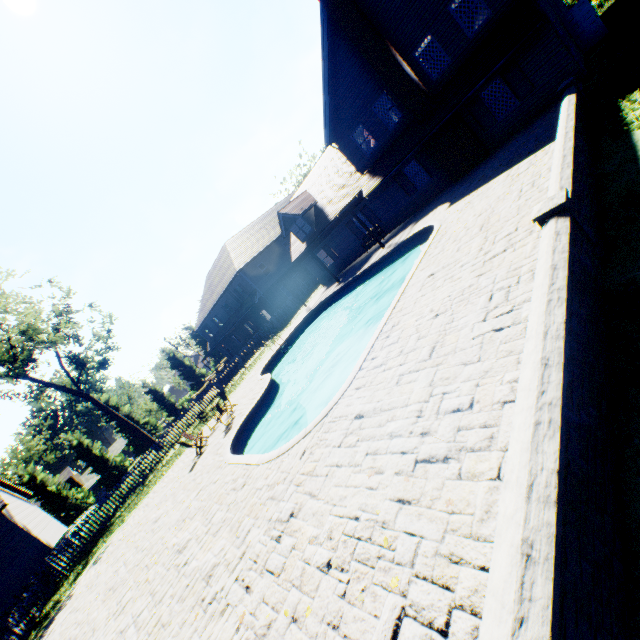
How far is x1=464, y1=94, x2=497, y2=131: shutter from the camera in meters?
15.2 m

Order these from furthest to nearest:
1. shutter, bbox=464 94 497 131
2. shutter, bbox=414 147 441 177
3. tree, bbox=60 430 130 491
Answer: tree, bbox=60 430 130 491 → shutter, bbox=414 147 441 177 → shutter, bbox=464 94 497 131

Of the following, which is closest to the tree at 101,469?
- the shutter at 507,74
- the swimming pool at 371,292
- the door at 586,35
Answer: the swimming pool at 371,292

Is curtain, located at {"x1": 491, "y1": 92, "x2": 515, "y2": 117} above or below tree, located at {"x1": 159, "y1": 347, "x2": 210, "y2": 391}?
below

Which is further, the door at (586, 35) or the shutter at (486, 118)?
the door at (586, 35)

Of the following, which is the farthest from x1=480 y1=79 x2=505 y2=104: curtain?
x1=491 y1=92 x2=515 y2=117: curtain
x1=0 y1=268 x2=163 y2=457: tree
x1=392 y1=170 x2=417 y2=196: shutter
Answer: x1=0 y1=268 x2=163 y2=457: tree

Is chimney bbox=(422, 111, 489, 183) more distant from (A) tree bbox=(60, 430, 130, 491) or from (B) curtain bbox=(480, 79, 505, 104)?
(A) tree bbox=(60, 430, 130, 491)

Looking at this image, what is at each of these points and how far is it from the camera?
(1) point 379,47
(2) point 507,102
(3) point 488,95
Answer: (1) chimney, 15.3 meters
(2) curtain, 14.9 meters
(3) curtain, 15.1 meters
